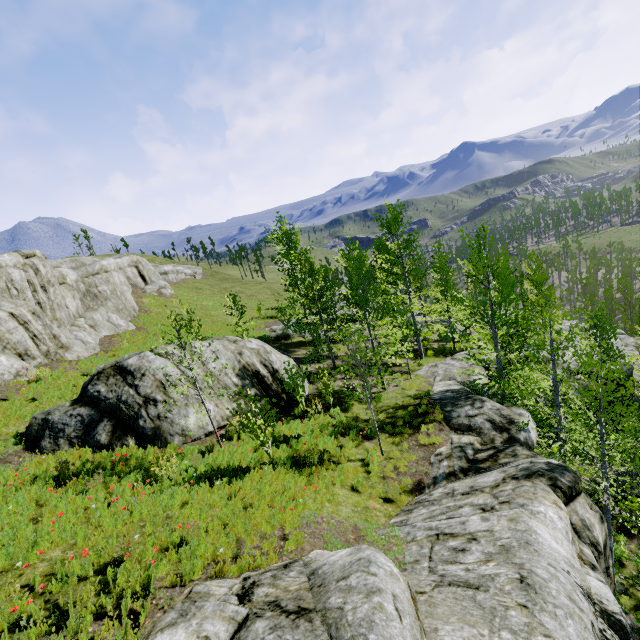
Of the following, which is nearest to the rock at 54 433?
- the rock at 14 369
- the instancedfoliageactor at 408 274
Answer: the rock at 14 369

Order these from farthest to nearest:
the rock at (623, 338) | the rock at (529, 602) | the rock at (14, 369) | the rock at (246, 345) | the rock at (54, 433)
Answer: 1. the rock at (623, 338)
2. the rock at (14, 369)
3. the rock at (246, 345)
4. the rock at (54, 433)
5. the rock at (529, 602)

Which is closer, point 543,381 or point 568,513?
point 568,513

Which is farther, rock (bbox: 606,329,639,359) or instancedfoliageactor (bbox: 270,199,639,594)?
rock (bbox: 606,329,639,359)

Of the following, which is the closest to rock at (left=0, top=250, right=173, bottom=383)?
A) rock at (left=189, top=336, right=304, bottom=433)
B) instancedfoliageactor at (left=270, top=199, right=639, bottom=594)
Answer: instancedfoliageactor at (left=270, top=199, right=639, bottom=594)

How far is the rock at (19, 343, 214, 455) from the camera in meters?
10.7 m
